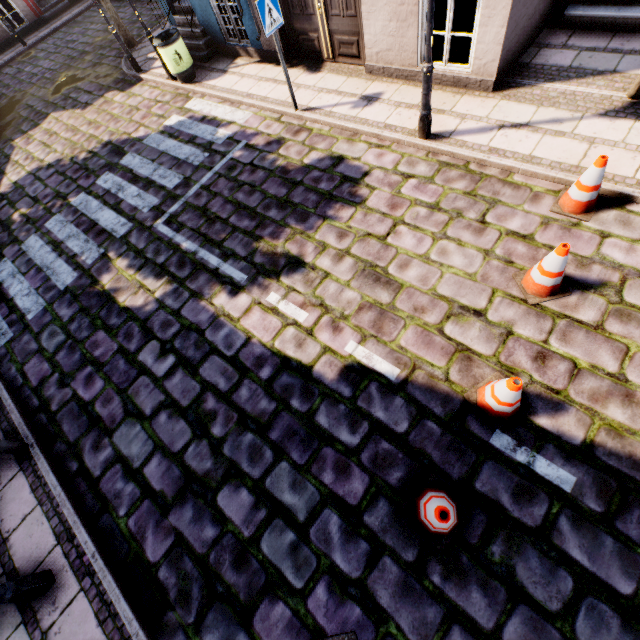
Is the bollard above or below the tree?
above

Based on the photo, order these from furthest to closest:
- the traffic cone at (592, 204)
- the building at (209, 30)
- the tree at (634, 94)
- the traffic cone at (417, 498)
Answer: the building at (209, 30) → the tree at (634, 94) → the traffic cone at (592, 204) → the traffic cone at (417, 498)

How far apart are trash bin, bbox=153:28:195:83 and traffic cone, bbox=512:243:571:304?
9.8 meters

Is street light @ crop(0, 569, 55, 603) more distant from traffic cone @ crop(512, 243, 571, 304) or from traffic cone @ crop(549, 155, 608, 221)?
traffic cone @ crop(549, 155, 608, 221)

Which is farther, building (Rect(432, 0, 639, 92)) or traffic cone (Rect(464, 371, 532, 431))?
building (Rect(432, 0, 639, 92))

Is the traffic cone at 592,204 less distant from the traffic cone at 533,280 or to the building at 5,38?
the traffic cone at 533,280

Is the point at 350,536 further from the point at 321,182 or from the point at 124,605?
the point at 321,182

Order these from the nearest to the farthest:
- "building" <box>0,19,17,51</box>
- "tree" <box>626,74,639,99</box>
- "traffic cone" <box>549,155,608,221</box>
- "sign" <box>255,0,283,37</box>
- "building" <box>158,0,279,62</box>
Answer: "traffic cone" <box>549,155,608,221</box>, "tree" <box>626,74,639,99</box>, "sign" <box>255,0,283,37</box>, "building" <box>158,0,279,62</box>, "building" <box>0,19,17,51</box>
